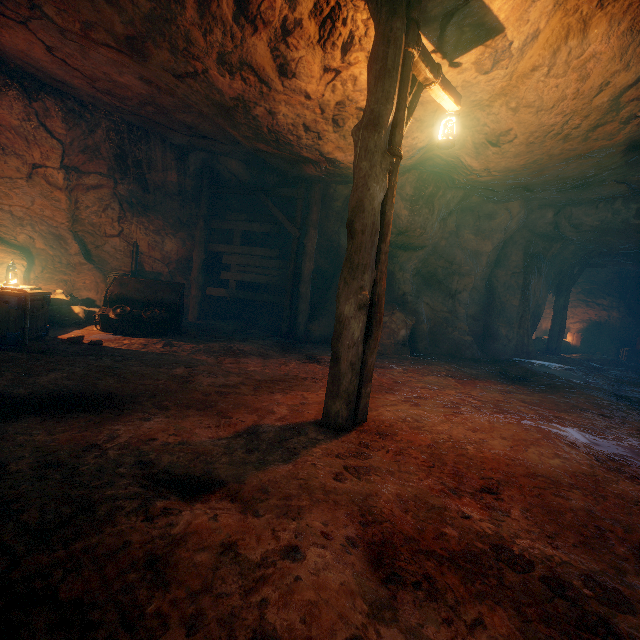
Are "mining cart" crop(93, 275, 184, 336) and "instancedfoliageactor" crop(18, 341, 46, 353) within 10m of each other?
yes

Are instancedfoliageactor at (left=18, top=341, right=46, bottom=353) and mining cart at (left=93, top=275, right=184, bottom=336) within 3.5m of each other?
yes

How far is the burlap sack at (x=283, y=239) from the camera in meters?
11.0

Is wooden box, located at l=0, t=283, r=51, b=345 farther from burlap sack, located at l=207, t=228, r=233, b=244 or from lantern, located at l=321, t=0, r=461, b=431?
lantern, located at l=321, t=0, r=461, b=431

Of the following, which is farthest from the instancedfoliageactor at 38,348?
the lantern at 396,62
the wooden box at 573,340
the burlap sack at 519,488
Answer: the wooden box at 573,340

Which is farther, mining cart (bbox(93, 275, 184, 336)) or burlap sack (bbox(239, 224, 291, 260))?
burlap sack (bbox(239, 224, 291, 260))

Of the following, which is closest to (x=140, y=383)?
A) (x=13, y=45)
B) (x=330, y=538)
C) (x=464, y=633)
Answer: (x=330, y=538)

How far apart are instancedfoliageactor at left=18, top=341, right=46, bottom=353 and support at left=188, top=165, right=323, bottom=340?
4.7m
